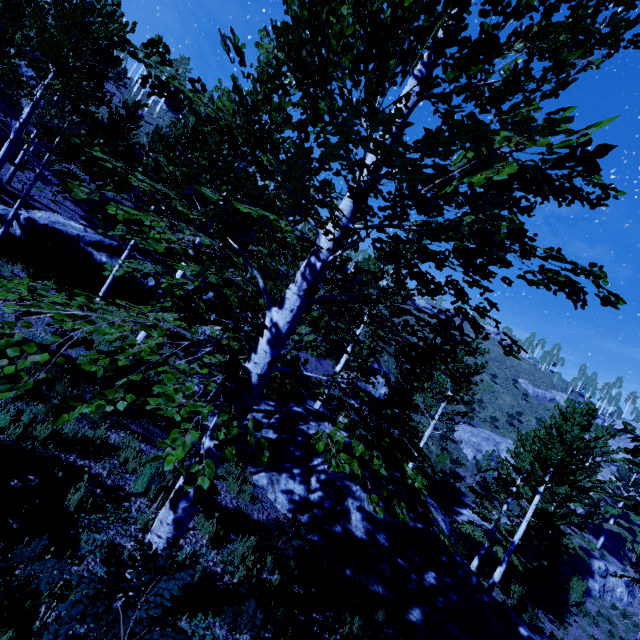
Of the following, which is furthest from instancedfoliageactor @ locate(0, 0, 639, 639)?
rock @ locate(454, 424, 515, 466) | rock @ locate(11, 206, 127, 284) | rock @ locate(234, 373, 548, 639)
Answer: rock @ locate(454, 424, 515, 466)

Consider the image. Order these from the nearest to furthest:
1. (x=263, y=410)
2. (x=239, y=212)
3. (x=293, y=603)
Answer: (x=239, y=212)
(x=293, y=603)
(x=263, y=410)

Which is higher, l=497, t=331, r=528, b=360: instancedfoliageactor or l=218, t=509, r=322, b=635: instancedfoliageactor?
l=497, t=331, r=528, b=360: instancedfoliageactor

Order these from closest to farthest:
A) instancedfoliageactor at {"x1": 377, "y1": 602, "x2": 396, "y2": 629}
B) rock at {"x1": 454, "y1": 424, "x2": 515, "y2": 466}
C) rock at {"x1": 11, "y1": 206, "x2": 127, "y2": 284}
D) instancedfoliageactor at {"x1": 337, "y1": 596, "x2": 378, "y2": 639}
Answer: instancedfoliageactor at {"x1": 337, "y1": 596, "x2": 378, "y2": 639} → instancedfoliageactor at {"x1": 377, "y1": 602, "x2": 396, "y2": 629} → rock at {"x1": 11, "y1": 206, "x2": 127, "y2": 284} → rock at {"x1": 454, "y1": 424, "x2": 515, "y2": 466}

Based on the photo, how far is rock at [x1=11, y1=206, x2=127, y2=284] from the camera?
14.2 meters

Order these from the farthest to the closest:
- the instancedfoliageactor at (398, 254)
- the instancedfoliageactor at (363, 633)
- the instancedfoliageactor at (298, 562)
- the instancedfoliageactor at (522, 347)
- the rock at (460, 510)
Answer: the rock at (460, 510) < the instancedfoliageactor at (363, 633) < the instancedfoliageactor at (298, 562) < the instancedfoliageactor at (522, 347) < the instancedfoliageactor at (398, 254)

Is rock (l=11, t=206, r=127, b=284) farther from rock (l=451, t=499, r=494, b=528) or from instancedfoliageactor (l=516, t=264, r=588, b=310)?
rock (l=451, t=499, r=494, b=528)

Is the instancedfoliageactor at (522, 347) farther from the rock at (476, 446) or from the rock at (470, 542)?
the rock at (476, 446)
